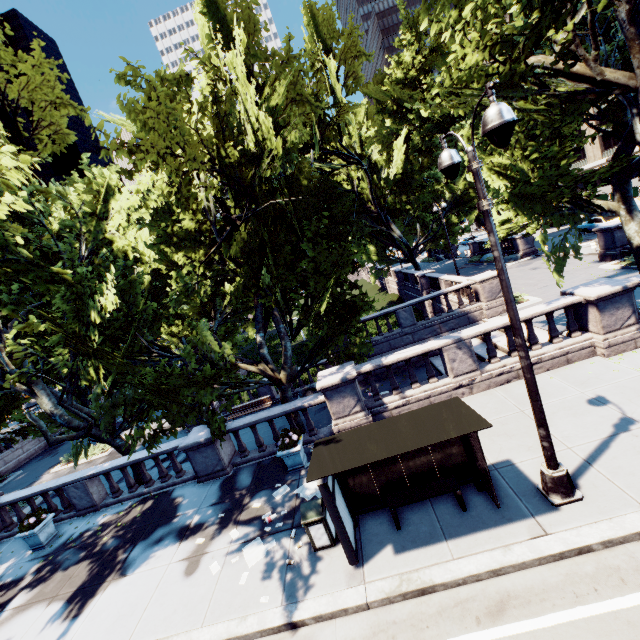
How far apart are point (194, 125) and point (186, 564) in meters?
12.1 m

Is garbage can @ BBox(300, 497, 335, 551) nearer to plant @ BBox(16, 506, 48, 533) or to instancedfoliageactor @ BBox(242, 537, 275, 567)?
instancedfoliageactor @ BBox(242, 537, 275, 567)

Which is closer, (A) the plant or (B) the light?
(B) the light

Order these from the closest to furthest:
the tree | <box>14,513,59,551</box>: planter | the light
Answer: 1. the light
2. the tree
3. <box>14,513,59,551</box>: planter

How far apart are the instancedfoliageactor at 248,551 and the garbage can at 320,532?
1.0 meters

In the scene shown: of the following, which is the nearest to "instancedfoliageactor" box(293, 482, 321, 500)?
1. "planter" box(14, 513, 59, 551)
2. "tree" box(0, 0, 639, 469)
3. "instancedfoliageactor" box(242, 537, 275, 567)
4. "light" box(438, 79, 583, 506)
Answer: "instancedfoliageactor" box(242, 537, 275, 567)

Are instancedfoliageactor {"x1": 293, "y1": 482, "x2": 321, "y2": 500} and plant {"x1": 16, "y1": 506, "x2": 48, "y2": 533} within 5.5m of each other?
no

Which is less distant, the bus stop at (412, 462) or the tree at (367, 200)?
the bus stop at (412, 462)
